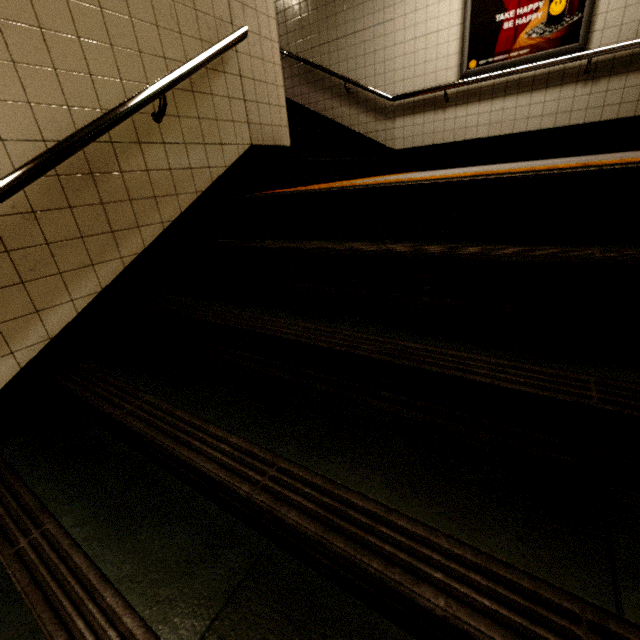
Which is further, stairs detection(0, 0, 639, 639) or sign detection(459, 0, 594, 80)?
sign detection(459, 0, 594, 80)

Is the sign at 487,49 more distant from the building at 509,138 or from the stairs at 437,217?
the stairs at 437,217

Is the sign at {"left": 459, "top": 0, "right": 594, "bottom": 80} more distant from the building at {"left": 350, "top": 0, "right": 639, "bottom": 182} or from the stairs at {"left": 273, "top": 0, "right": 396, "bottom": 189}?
the stairs at {"left": 273, "top": 0, "right": 396, "bottom": 189}

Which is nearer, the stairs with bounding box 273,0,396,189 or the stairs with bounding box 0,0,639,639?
the stairs with bounding box 0,0,639,639

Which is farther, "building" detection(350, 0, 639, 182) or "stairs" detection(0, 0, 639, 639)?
"building" detection(350, 0, 639, 182)

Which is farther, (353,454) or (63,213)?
(63,213)

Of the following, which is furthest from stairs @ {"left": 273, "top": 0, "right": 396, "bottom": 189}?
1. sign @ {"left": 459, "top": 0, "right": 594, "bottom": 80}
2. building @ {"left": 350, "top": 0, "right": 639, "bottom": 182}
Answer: sign @ {"left": 459, "top": 0, "right": 594, "bottom": 80}

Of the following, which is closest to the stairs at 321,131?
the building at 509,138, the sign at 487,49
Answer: the building at 509,138
